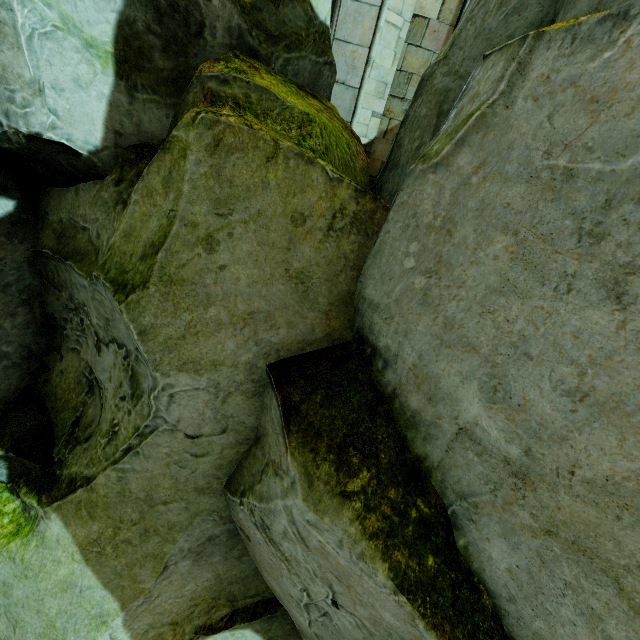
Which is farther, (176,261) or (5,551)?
(5,551)

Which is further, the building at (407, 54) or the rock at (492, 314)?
the building at (407, 54)

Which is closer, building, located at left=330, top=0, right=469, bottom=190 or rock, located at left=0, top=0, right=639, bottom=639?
rock, located at left=0, top=0, right=639, bottom=639
